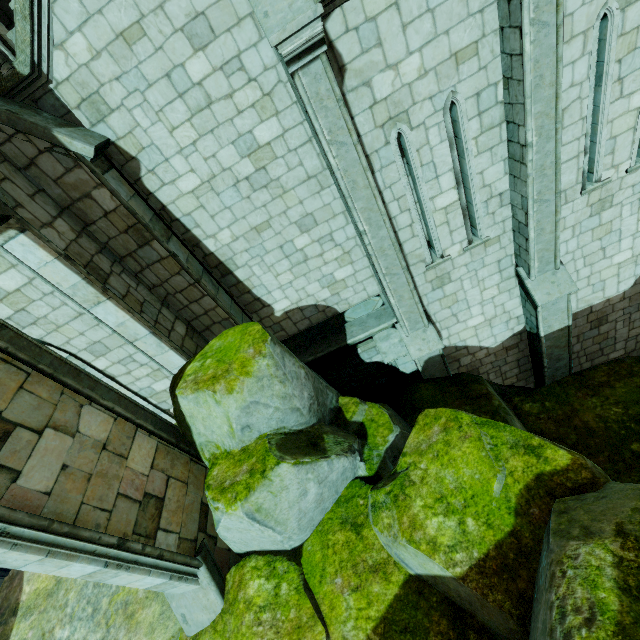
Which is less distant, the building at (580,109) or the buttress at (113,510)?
the buttress at (113,510)

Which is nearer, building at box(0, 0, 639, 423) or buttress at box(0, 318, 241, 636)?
buttress at box(0, 318, 241, 636)

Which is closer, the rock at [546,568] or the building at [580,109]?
the rock at [546,568]

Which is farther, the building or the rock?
the building

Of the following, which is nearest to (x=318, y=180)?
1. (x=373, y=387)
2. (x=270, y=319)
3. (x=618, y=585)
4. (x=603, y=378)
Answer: (x=270, y=319)
